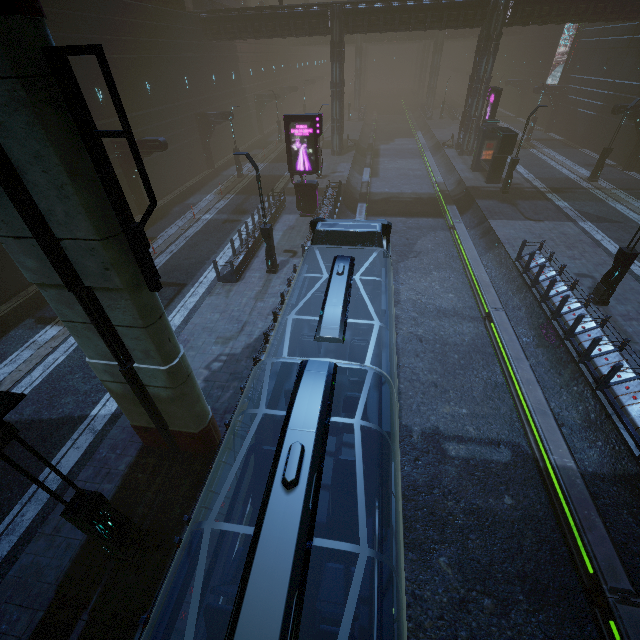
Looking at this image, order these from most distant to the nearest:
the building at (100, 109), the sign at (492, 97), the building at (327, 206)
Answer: the sign at (492, 97)
the building at (327, 206)
the building at (100, 109)

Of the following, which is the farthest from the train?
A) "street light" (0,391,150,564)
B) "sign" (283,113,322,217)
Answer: "sign" (283,113,322,217)

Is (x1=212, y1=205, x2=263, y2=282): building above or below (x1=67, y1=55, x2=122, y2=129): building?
below

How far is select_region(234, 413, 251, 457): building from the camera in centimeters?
859cm

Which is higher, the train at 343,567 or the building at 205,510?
the train at 343,567

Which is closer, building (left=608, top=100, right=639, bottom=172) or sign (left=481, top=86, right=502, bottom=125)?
building (left=608, top=100, right=639, bottom=172)

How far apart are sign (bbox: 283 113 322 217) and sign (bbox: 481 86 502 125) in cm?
1806

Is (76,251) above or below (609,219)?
above
